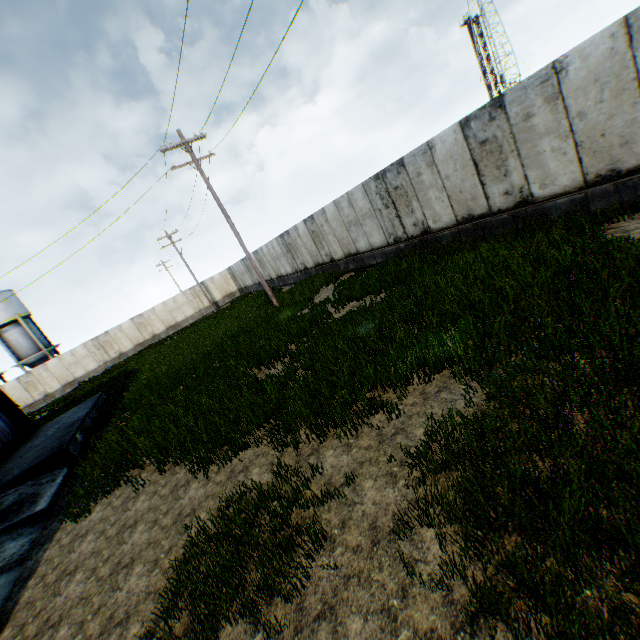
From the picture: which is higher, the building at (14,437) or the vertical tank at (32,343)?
the vertical tank at (32,343)

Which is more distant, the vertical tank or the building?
the vertical tank

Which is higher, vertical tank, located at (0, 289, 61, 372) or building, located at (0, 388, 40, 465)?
vertical tank, located at (0, 289, 61, 372)

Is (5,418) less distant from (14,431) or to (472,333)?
(14,431)

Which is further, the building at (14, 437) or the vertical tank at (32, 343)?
the vertical tank at (32, 343)
